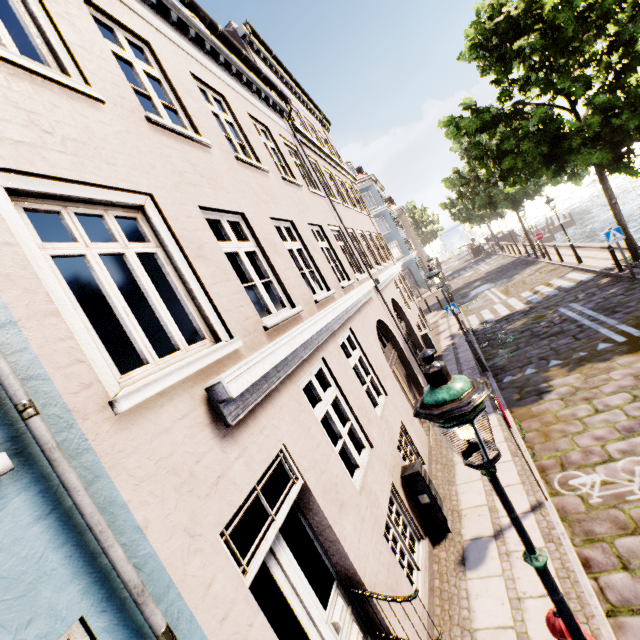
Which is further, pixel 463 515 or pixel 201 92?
pixel 201 92

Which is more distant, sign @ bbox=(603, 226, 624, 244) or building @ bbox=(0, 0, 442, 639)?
sign @ bbox=(603, 226, 624, 244)

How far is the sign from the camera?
11.2 meters

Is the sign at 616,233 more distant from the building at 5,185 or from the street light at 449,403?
the building at 5,185

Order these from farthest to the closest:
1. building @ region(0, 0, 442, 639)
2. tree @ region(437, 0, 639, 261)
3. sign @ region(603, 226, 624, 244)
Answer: sign @ region(603, 226, 624, 244), tree @ region(437, 0, 639, 261), building @ region(0, 0, 442, 639)

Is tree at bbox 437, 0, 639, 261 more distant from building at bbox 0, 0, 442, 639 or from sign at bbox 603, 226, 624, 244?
building at bbox 0, 0, 442, 639

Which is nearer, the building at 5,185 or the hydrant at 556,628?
the building at 5,185

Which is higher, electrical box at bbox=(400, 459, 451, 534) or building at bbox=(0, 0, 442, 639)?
building at bbox=(0, 0, 442, 639)
